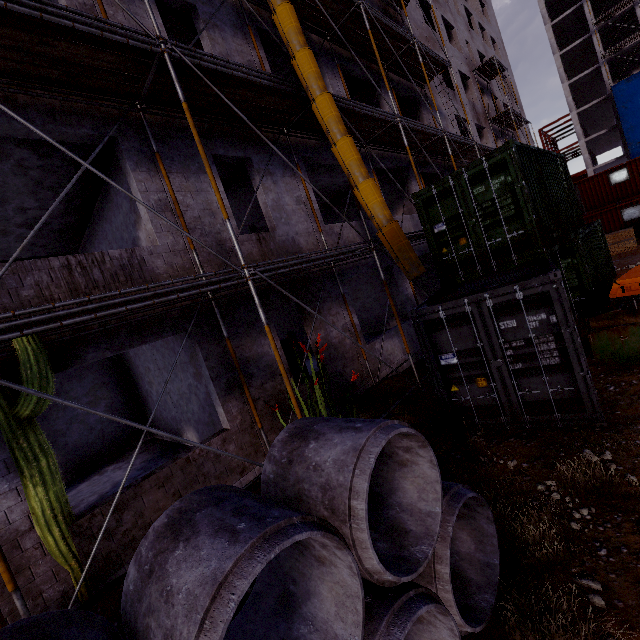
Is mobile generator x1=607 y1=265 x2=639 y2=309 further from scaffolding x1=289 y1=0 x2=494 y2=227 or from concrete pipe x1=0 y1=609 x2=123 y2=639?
concrete pipe x1=0 y1=609 x2=123 y2=639

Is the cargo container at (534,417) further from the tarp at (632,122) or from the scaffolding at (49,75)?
the tarp at (632,122)

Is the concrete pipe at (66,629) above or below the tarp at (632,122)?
below

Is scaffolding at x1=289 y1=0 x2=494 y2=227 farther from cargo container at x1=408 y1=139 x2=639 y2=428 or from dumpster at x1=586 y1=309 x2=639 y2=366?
A: dumpster at x1=586 y1=309 x2=639 y2=366

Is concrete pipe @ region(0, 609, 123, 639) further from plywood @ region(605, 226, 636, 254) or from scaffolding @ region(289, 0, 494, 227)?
plywood @ region(605, 226, 636, 254)

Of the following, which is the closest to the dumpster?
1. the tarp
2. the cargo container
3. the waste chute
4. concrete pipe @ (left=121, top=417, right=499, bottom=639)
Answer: the cargo container

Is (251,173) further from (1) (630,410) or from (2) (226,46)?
(1) (630,410)

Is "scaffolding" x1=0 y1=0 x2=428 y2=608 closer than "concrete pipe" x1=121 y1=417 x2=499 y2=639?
No
